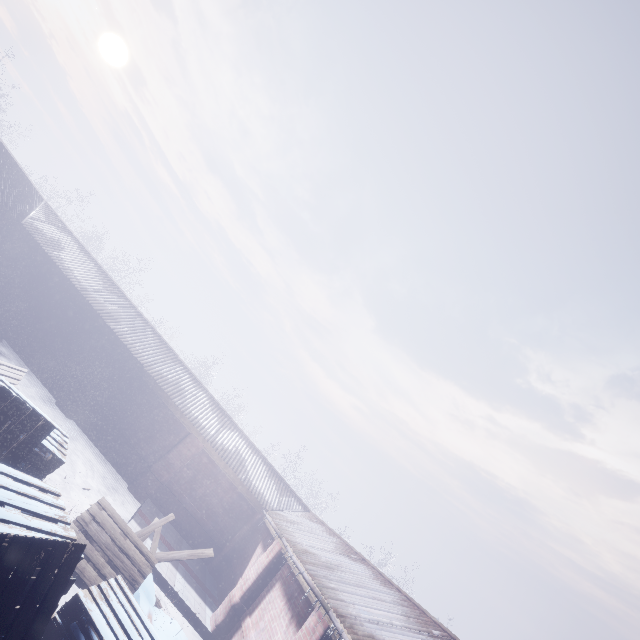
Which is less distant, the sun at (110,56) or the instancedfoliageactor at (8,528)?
the instancedfoliageactor at (8,528)

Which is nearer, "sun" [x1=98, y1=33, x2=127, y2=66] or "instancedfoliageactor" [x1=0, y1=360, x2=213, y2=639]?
"instancedfoliageactor" [x1=0, y1=360, x2=213, y2=639]

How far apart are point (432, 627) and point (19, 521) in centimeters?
615cm

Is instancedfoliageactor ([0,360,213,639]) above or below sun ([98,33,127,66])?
below

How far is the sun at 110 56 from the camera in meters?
51.7

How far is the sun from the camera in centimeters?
5172cm
